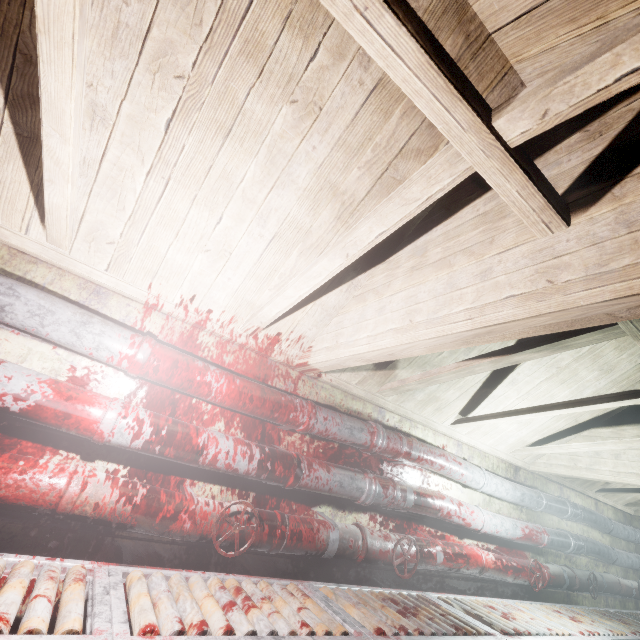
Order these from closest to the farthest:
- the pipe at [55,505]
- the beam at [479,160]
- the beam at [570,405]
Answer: the beam at [479,160]
the pipe at [55,505]
the beam at [570,405]

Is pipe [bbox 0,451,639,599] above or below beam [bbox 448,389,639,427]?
below

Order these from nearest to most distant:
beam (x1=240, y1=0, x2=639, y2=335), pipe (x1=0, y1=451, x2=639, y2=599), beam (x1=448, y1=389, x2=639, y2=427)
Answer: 1. beam (x1=240, y1=0, x2=639, y2=335)
2. pipe (x1=0, y1=451, x2=639, y2=599)
3. beam (x1=448, y1=389, x2=639, y2=427)

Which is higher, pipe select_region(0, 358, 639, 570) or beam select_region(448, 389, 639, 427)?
beam select_region(448, 389, 639, 427)

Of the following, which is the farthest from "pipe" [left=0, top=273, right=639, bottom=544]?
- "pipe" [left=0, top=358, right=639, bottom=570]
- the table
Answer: the table

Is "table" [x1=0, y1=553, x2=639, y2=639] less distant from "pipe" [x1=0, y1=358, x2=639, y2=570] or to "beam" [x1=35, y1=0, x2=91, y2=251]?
"pipe" [x1=0, y1=358, x2=639, y2=570]

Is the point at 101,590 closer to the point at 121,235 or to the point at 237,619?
the point at 237,619

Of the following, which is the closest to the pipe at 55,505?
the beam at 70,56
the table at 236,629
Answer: the table at 236,629
